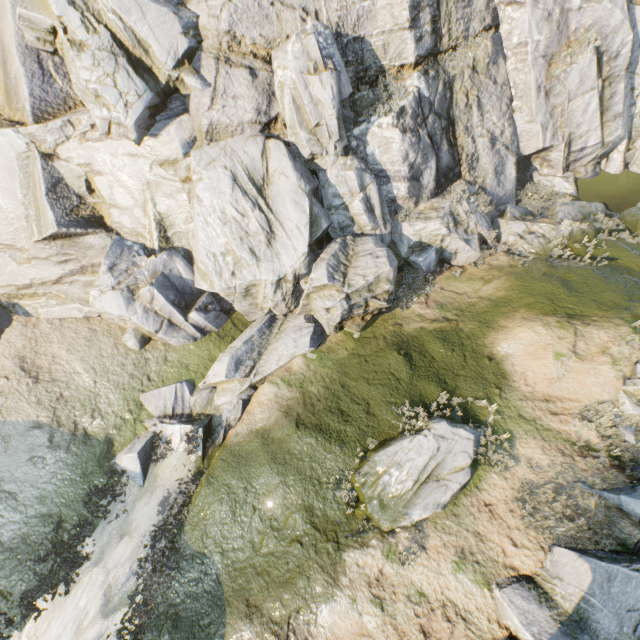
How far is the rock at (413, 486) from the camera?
8.7m

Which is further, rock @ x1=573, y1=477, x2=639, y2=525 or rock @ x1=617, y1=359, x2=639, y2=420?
rock @ x1=617, y1=359, x2=639, y2=420

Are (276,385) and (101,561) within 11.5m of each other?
yes

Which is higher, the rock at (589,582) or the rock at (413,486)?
the rock at (589,582)

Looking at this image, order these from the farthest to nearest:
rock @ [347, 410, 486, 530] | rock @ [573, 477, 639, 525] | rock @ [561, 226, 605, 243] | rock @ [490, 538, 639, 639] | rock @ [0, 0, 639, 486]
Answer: rock @ [561, 226, 605, 243] → rock @ [0, 0, 639, 486] → rock @ [347, 410, 486, 530] → rock @ [573, 477, 639, 525] → rock @ [490, 538, 639, 639]

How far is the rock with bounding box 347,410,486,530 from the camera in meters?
8.7
